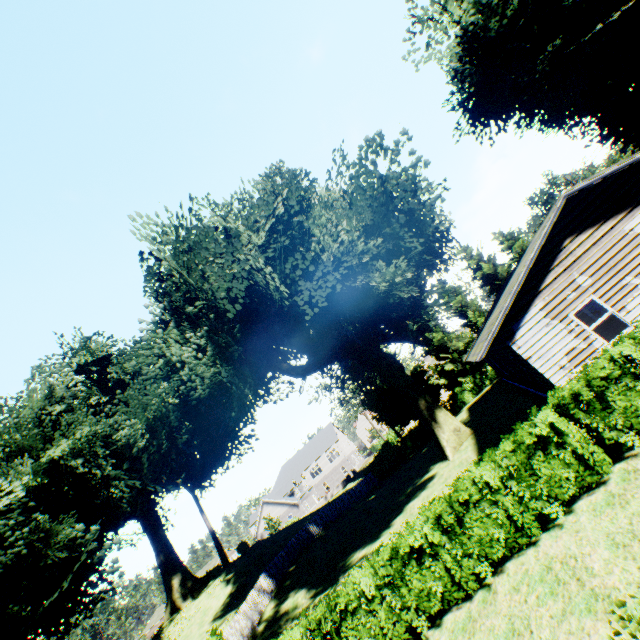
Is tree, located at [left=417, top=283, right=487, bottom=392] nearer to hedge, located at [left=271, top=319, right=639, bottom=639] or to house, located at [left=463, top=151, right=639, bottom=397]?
house, located at [left=463, top=151, right=639, bottom=397]

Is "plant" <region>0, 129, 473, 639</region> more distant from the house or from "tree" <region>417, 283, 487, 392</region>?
the house

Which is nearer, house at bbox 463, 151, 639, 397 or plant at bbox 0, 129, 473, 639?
house at bbox 463, 151, 639, 397

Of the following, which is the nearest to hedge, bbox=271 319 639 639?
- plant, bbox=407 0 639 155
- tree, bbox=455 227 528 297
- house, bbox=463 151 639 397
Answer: house, bbox=463 151 639 397

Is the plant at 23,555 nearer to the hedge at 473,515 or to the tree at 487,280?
the tree at 487,280

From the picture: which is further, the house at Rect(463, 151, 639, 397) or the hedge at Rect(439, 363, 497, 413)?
the hedge at Rect(439, 363, 497, 413)

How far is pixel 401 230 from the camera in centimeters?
2028cm

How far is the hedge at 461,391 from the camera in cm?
3412
